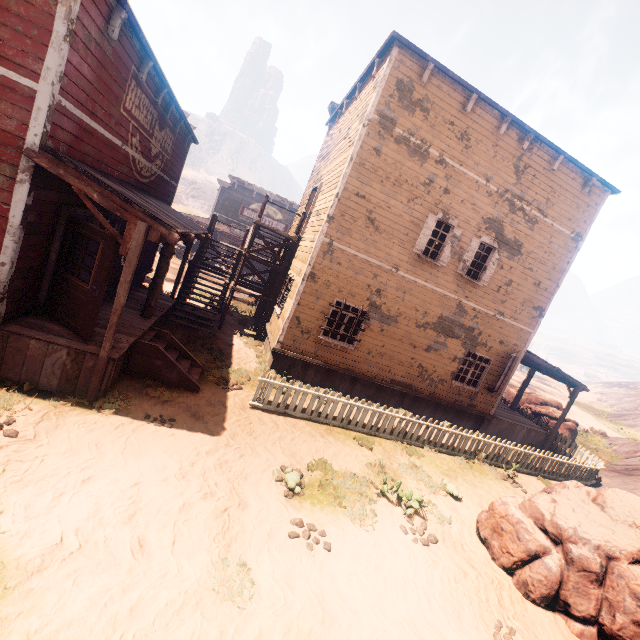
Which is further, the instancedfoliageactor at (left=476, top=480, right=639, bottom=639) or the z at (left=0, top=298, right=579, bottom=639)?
the instancedfoliageactor at (left=476, top=480, right=639, bottom=639)

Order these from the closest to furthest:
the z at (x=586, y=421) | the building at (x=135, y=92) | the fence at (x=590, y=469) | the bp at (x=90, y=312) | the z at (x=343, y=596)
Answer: the z at (x=343, y=596), the building at (x=135, y=92), the bp at (x=90, y=312), the fence at (x=590, y=469), the z at (x=586, y=421)

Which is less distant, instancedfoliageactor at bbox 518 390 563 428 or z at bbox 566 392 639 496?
z at bbox 566 392 639 496

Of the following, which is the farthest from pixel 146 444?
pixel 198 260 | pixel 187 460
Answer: pixel 198 260

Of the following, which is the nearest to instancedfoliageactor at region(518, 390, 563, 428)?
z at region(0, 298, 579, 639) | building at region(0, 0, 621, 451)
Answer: z at region(0, 298, 579, 639)

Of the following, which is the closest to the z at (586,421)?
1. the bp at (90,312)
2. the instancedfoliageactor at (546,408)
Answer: the instancedfoliageactor at (546,408)

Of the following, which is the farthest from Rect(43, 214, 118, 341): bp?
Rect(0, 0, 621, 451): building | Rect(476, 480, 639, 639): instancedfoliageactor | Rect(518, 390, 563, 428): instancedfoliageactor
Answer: Rect(518, 390, 563, 428): instancedfoliageactor

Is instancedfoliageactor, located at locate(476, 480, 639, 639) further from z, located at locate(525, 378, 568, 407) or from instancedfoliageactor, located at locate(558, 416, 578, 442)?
instancedfoliageactor, located at locate(558, 416, 578, 442)
